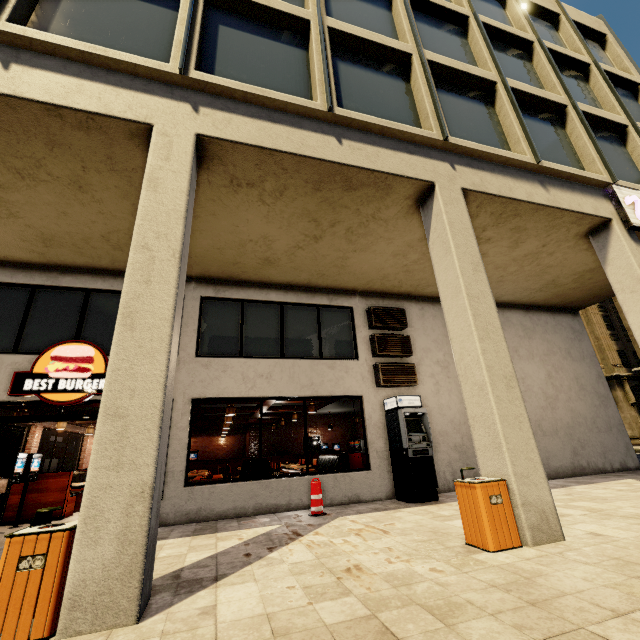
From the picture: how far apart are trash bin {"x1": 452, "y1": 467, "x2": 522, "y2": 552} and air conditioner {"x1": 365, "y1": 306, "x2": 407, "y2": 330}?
5.5m

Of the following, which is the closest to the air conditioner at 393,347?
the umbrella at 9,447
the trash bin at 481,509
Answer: the trash bin at 481,509

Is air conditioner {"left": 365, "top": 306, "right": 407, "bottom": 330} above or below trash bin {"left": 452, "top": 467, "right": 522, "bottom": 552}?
above

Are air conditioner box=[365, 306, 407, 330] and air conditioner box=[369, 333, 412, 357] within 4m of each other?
yes

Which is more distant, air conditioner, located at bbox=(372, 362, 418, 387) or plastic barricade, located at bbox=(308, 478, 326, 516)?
air conditioner, located at bbox=(372, 362, 418, 387)

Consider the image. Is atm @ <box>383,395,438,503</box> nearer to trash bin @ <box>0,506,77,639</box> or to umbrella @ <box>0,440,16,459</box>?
trash bin @ <box>0,506,77,639</box>

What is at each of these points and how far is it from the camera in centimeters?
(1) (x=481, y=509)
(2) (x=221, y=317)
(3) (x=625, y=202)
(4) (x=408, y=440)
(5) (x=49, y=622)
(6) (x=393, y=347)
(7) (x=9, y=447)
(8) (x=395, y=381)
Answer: (1) trash bin, 411cm
(2) building, 898cm
(3) sign, 780cm
(4) atm, 800cm
(5) trash bin, 266cm
(6) air conditioner, 967cm
(7) umbrella, 1172cm
(8) air conditioner, 926cm

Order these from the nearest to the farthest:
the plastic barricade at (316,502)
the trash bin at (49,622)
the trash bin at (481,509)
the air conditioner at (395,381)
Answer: the trash bin at (49,622) < the trash bin at (481,509) < the plastic barricade at (316,502) < the air conditioner at (395,381)
